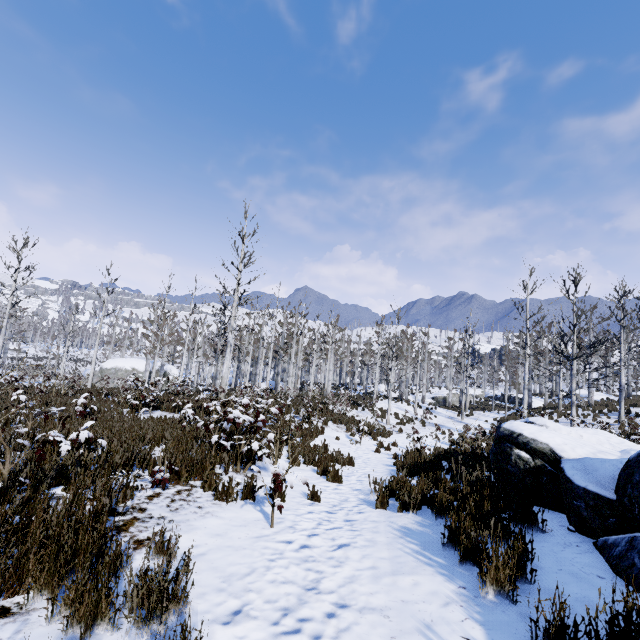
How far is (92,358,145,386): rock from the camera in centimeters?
3394cm

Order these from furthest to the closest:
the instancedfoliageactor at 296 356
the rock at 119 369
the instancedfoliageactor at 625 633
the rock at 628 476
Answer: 1. the rock at 119 369
2. the instancedfoliageactor at 296 356
3. the rock at 628 476
4. the instancedfoliageactor at 625 633

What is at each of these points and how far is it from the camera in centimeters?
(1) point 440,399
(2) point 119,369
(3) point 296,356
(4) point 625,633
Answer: (1) rock, 4244cm
(2) rock, 3441cm
(3) instancedfoliageactor, 5119cm
(4) instancedfoliageactor, 187cm

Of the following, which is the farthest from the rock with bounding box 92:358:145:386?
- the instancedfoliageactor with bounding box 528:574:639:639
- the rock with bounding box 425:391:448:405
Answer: the instancedfoliageactor with bounding box 528:574:639:639

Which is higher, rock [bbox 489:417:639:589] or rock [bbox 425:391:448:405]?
rock [bbox 489:417:639:589]

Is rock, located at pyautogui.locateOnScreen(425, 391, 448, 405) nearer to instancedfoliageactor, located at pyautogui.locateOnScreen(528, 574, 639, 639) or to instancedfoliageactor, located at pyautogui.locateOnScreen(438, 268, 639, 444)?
instancedfoliageactor, located at pyautogui.locateOnScreen(438, 268, 639, 444)

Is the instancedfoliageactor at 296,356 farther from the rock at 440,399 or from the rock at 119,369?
the rock at 119,369

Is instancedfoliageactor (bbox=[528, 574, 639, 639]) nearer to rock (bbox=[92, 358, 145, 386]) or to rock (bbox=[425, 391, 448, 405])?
rock (bbox=[92, 358, 145, 386])
